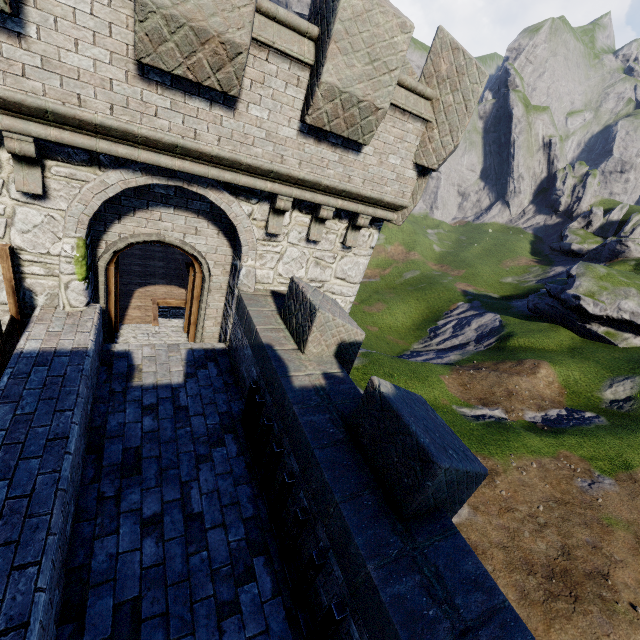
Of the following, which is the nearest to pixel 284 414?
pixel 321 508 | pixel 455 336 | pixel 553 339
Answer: pixel 321 508
